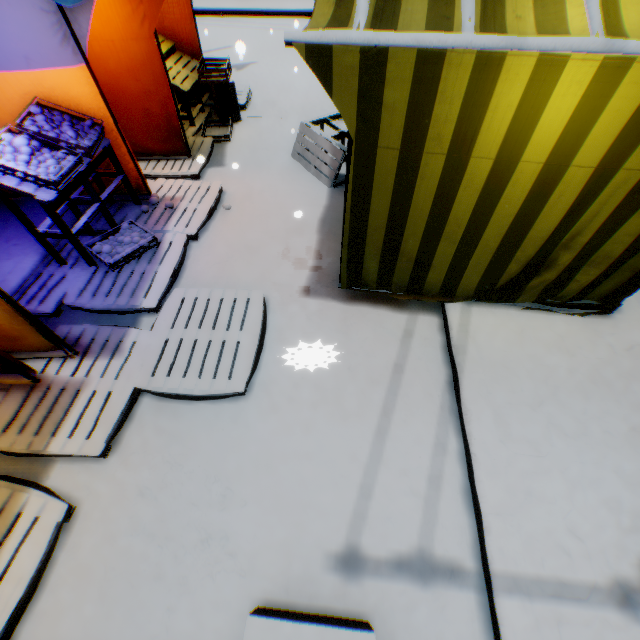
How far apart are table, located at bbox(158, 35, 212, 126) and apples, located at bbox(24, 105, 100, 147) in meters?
2.5

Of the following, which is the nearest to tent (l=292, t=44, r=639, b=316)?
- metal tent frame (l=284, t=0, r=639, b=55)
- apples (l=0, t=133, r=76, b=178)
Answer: metal tent frame (l=284, t=0, r=639, b=55)

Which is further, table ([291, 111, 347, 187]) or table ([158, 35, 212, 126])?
table ([158, 35, 212, 126])

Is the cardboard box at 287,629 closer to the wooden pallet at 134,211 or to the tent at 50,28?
the tent at 50,28

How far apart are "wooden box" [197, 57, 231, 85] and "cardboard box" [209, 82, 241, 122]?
0.02m

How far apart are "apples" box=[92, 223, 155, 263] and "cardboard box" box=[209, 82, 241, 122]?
2.80m

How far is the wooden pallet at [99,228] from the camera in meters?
4.3 m

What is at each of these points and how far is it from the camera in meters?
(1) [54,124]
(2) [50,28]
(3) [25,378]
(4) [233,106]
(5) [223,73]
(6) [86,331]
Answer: (1) apples, 3.4 m
(2) tent, 3.1 m
(3) metal tent frame, 2.8 m
(4) cardboard box, 6.2 m
(5) wooden box, 5.7 m
(6) wooden pallet, 3.2 m
